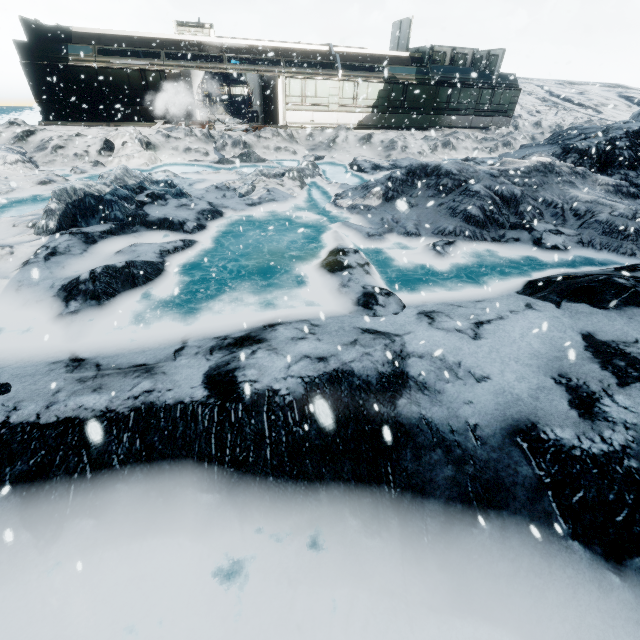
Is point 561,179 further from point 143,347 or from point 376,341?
point 143,347
